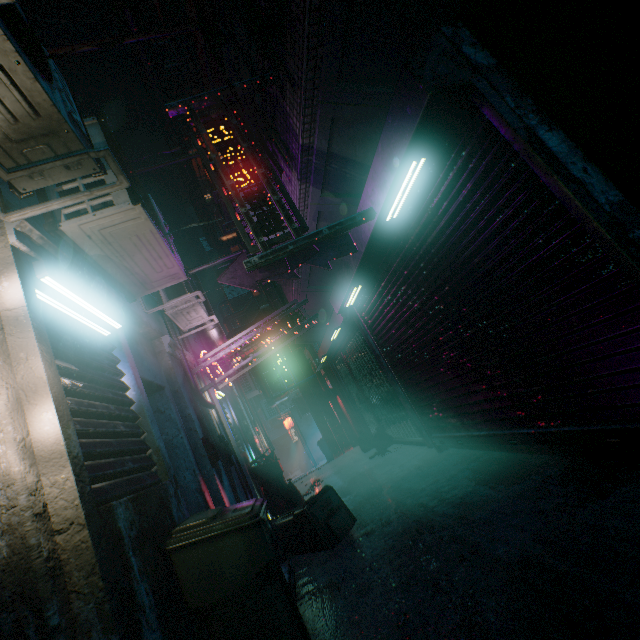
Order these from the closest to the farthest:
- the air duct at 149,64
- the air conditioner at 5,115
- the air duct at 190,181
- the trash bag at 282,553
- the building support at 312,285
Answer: the air conditioner at 5,115, the trash bag at 282,553, the air duct at 149,64, the building support at 312,285, the air duct at 190,181

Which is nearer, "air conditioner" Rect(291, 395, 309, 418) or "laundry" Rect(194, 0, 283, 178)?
"laundry" Rect(194, 0, 283, 178)

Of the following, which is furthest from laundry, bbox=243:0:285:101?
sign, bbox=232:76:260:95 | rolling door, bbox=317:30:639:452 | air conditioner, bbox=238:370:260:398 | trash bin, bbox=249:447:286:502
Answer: air conditioner, bbox=238:370:260:398

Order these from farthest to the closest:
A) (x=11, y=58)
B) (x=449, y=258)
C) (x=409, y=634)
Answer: (x=449, y=258), (x=409, y=634), (x=11, y=58)

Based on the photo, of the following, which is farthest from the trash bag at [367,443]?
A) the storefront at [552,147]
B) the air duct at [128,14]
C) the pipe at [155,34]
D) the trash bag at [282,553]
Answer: the pipe at [155,34]

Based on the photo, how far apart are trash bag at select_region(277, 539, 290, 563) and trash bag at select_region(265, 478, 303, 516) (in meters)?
2.25

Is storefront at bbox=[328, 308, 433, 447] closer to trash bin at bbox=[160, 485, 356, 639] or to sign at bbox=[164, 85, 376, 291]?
sign at bbox=[164, 85, 376, 291]

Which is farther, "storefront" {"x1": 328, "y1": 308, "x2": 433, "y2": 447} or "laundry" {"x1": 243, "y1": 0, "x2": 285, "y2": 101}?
"storefront" {"x1": 328, "y1": 308, "x2": 433, "y2": 447}
